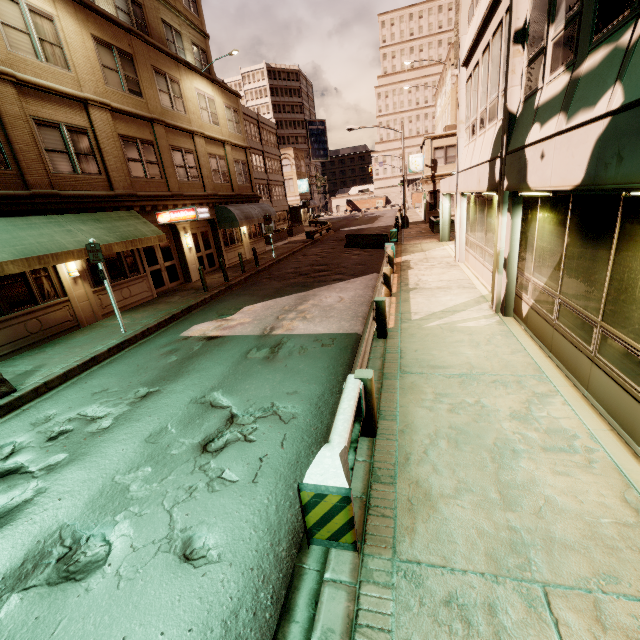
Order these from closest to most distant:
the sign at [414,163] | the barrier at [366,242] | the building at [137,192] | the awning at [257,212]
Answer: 1. the building at [137,192]
2. the awning at [257,212]
3. the barrier at [366,242]
4. the sign at [414,163]

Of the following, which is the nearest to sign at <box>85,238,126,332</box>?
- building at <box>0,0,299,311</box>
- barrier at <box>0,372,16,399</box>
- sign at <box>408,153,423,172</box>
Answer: building at <box>0,0,299,311</box>

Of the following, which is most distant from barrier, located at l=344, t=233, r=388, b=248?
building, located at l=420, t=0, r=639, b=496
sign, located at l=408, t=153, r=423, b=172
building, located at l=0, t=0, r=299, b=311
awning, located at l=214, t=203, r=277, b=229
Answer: sign, located at l=408, t=153, r=423, b=172

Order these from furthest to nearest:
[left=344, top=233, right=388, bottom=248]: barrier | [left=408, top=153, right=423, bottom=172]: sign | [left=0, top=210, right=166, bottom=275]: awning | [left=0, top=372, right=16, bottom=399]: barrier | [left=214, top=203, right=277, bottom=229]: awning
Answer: [left=408, top=153, right=423, bottom=172]: sign, [left=344, top=233, right=388, bottom=248]: barrier, [left=214, top=203, right=277, bottom=229]: awning, [left=0, top=210, right=166, bottom=275]: awning, [left=0, top=372, right=16, bottom=399]: barrier

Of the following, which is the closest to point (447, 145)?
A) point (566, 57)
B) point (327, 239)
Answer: point (327, 239)

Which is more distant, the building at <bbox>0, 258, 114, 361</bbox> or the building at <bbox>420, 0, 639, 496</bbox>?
the building at <bbox>0, 258, 114, 361</bbox>

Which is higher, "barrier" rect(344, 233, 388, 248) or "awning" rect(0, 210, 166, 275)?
"awning" rect(0, 210, 166, 275)

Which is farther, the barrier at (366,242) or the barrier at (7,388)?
the barrier at (366,242)
